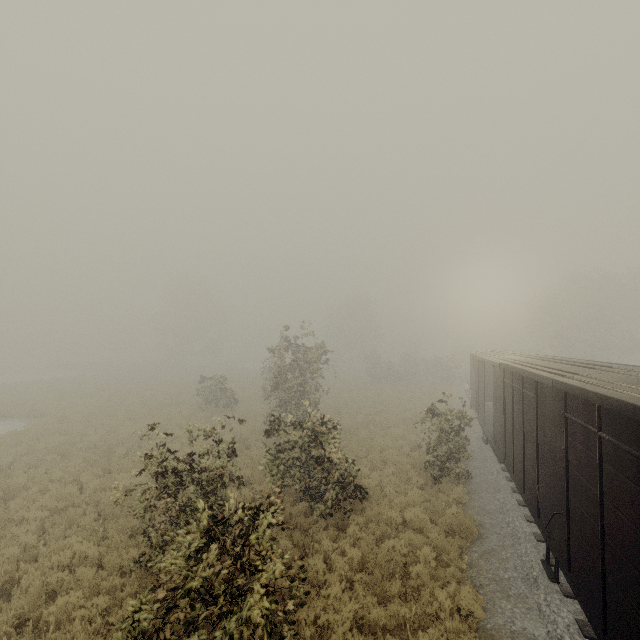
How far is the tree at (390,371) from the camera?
43.8 meters

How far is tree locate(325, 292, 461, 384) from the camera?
43.8 meters

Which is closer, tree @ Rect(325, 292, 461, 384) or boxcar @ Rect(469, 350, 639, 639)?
boxcar @ Rect(469, 350, 639, 639)

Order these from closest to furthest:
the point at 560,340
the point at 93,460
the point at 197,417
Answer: the point at 93,460 < the point at 197,417 < the point at 560,340

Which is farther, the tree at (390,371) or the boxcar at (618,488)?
the tree at (390,371)
